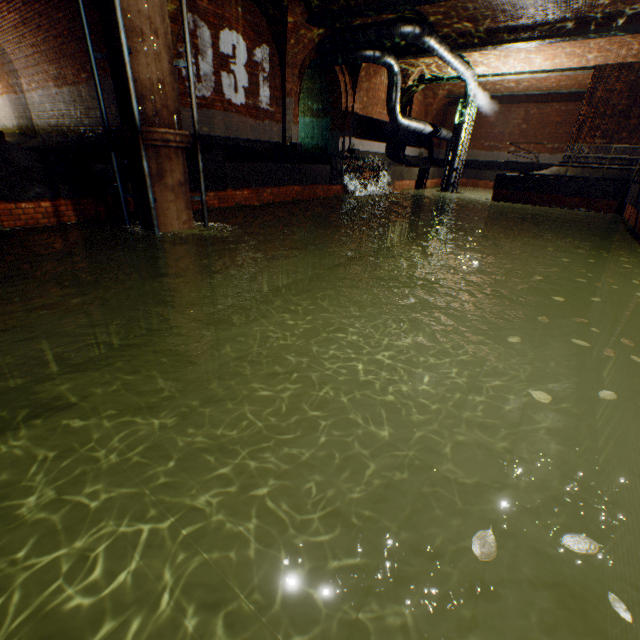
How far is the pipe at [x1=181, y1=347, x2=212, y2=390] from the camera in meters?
7.6

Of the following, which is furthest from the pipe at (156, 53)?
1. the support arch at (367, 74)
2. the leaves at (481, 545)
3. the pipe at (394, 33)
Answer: the support arch at (367, 74)

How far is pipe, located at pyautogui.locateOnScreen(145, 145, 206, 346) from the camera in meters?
5.7 m

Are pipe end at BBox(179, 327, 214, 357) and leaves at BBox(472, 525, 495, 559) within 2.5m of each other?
no

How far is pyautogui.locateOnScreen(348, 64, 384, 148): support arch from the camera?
14.7m

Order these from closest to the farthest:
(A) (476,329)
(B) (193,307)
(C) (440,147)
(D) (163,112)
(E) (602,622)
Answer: (E) (602,622)
(D) (163,112)
(B) (193,307)
(A) (476,329)
(C) (440,147)

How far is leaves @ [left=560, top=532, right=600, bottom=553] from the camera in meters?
1.4

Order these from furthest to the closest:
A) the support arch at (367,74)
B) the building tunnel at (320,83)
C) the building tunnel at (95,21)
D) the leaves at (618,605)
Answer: the building tunnel at (320,83) → the support arch at (367,74) → the building tunnel at (95,21) → the leaves at (618,605)
